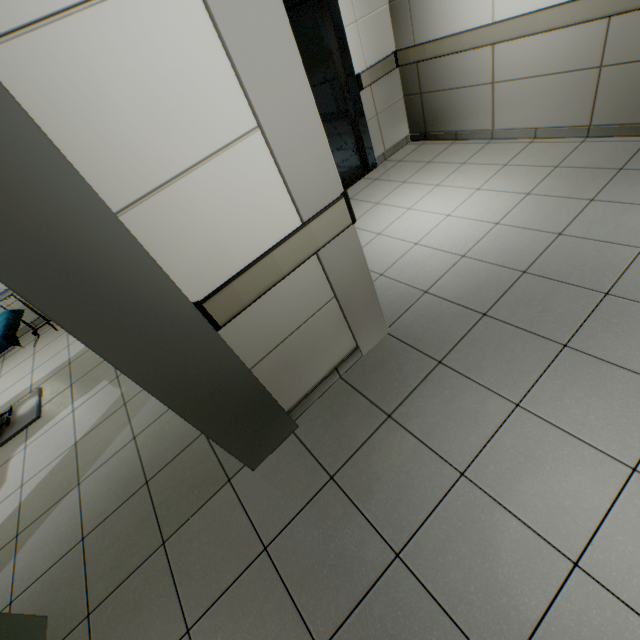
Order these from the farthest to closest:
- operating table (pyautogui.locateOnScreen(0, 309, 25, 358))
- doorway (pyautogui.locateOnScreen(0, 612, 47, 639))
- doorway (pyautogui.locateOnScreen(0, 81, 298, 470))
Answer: operating table (pyautogui.locateOnScreen(0, 309, 25, 358)), doorway (pyautogui.locateOnScreen(0, 612, 47, 639)), doorway (pyautogui.locateOnScreen(0, 81, 298, 470))

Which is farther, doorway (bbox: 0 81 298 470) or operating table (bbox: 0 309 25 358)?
operating table (bbox: 0 309 25 358)

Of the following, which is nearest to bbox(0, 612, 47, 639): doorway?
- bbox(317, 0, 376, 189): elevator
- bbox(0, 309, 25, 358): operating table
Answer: bbox(0, 309, 25, 358): operating table

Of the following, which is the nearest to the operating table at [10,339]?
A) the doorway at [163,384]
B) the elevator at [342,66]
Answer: the doorway at [163,384]

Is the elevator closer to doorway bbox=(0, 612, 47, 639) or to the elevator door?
the elevator door

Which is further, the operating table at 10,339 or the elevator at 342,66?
the elevator at 342,66

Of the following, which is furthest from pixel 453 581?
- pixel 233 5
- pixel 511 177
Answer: pixel 511 177

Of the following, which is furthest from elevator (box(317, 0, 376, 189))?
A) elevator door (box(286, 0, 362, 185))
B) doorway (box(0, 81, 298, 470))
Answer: doorway (box(0, 81, 298, 470))
